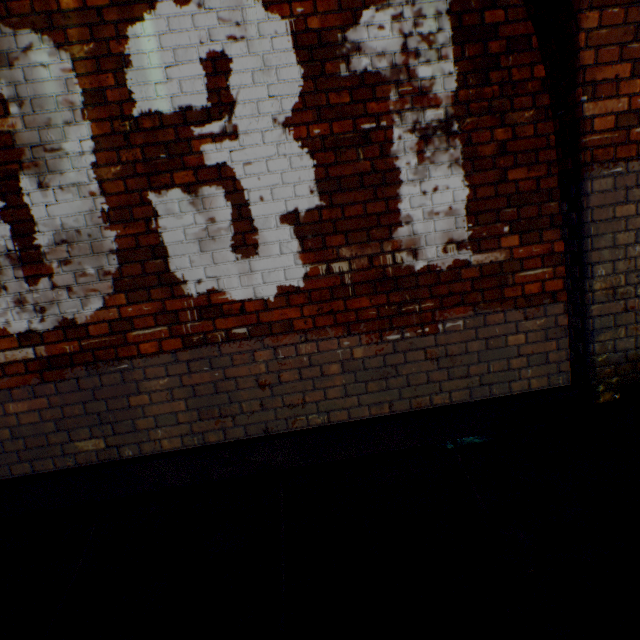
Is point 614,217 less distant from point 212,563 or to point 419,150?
point 419,150
